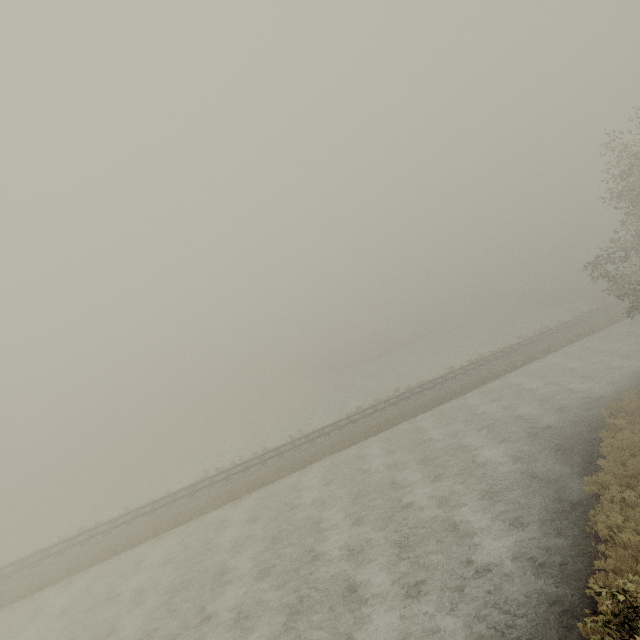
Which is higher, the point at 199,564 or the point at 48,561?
the point at 48,561
